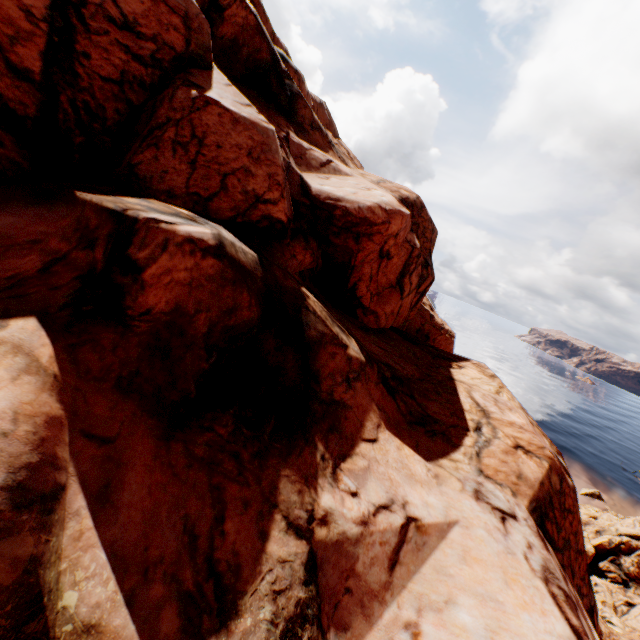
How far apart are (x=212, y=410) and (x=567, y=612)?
9.0m
